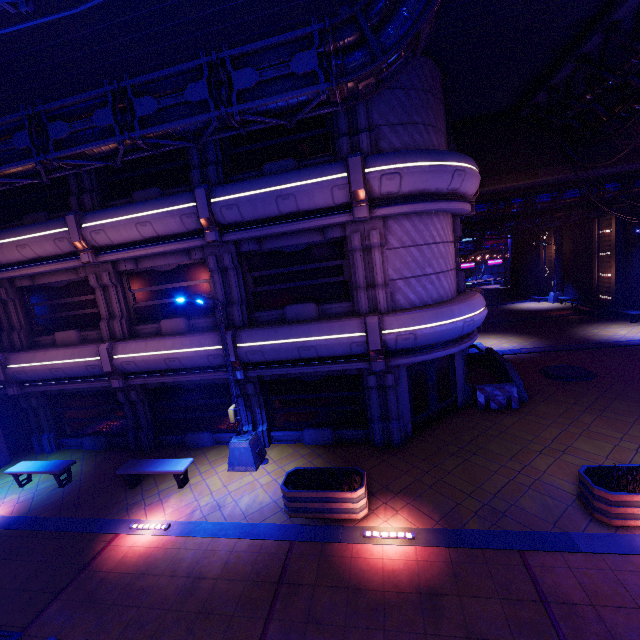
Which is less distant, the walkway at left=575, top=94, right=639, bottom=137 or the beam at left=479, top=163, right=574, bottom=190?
the walkway at left=575, top=94, right=639, bottom=137

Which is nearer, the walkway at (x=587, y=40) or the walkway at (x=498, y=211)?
the walkway at (x=587, y=40)

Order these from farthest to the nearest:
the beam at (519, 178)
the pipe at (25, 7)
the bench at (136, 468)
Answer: the beam at (519, 178)
the bench at (136, 468)
the pipe at (25, 7)

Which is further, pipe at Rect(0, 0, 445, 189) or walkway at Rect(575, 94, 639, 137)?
walkway at Rect(575, 94, 639, 137)

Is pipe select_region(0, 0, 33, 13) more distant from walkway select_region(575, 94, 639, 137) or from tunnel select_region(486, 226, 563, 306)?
tunnel select_region(486, 226, 563, 306)

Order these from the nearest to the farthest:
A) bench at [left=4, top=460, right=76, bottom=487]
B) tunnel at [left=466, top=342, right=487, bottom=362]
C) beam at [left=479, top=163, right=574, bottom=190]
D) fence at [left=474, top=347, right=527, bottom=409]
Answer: bench at [left=4, top=460, right=76, bottom=487]
fence at [left=474, top=347, right=527, bottom=409]
beam at [left=479, top=163, right=574, bottom=190]
tunnel at [left=466, top=342, right=487, bottom=362]

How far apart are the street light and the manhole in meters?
13.0

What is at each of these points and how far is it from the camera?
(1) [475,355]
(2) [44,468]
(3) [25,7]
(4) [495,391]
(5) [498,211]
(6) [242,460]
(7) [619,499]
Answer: (1) tunnel, 18.16m
(2) bench, 11.38m
(3) pipe, 3.79m
(4) fence, 12.70m
(5) walkway, 19.92m
(6) street light, 10.83m
(7) plant holder, 6.81m
